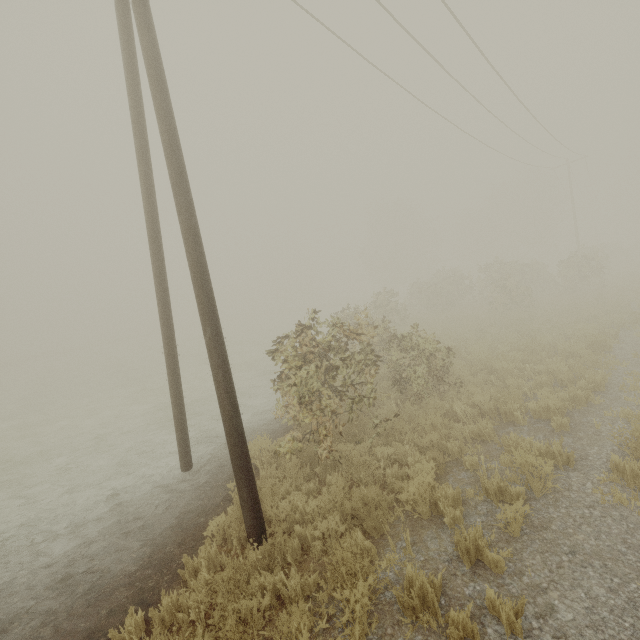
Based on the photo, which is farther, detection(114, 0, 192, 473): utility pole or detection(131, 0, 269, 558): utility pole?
detection(114, 0, 192, 473): utility pole

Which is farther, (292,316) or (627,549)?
(292,316)

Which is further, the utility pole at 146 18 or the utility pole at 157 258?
the utility pole at 157 258
